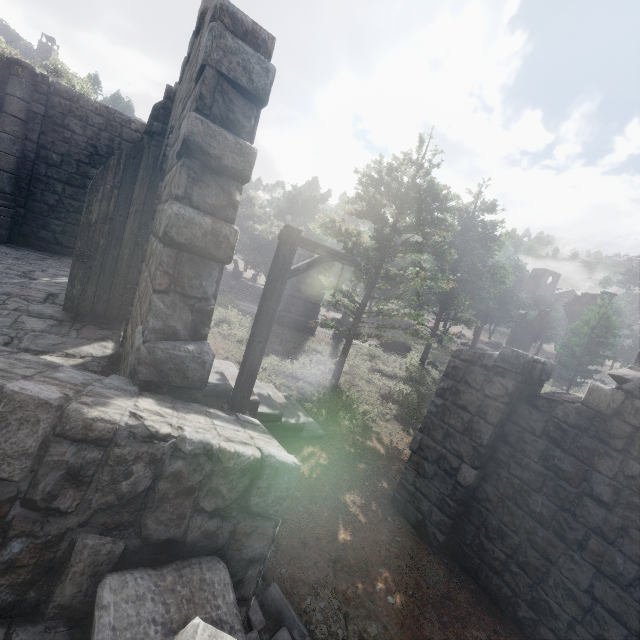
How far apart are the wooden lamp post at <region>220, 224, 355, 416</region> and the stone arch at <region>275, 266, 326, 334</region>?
14.0 meters

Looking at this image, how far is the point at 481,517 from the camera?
5.9 meters

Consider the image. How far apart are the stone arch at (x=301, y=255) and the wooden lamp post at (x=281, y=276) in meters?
14.0 m

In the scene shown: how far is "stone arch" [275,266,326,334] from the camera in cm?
2039

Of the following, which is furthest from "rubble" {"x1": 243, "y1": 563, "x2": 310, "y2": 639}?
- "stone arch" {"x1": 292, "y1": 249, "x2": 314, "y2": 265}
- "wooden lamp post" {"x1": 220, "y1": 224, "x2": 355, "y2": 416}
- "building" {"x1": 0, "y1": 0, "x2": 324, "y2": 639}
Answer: "stone arch" {"x1": 292, "y1": 249, "x2": 314, "y2": 265}

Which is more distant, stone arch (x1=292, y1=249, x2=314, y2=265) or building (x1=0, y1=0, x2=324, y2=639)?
stone arch (x1=292, y1=249, x2=314, y2=265)

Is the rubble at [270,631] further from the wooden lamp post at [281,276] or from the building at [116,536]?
the building at [116,536]
